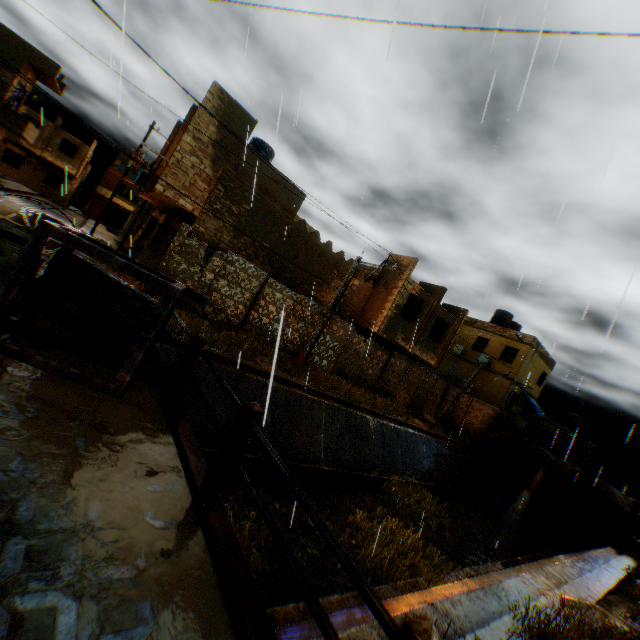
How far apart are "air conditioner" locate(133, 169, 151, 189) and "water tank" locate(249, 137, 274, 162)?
4.89m

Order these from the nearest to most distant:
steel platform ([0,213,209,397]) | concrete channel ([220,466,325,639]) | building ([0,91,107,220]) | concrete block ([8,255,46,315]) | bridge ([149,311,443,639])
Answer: bridge ([149,311,443,639]), steel platform ([0,213,209,397]), concrete channel ([220,466,325,639]), concrete block ([8,255,46,315]), building ([0,91,107,220])

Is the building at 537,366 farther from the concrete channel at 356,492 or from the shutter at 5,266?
the shutter at 5,266

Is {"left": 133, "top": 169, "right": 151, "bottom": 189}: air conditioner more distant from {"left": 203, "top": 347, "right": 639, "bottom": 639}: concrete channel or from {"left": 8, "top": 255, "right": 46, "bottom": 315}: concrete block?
{"left": 8, "top": 255, "right": 46, "bottom": 315}: concrete block

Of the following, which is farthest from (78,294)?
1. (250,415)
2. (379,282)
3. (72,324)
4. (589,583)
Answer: (379,282)

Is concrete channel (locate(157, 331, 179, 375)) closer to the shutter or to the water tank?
the shutter

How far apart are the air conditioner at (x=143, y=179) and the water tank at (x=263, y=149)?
4.9 meters

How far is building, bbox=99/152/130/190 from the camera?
42.47m
